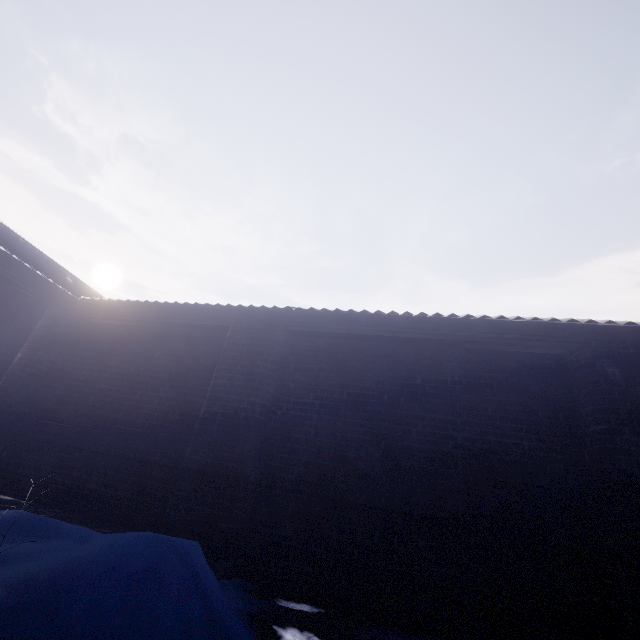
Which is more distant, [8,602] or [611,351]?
[611,351]

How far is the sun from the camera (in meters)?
56.53

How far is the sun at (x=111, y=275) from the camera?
56.5m
